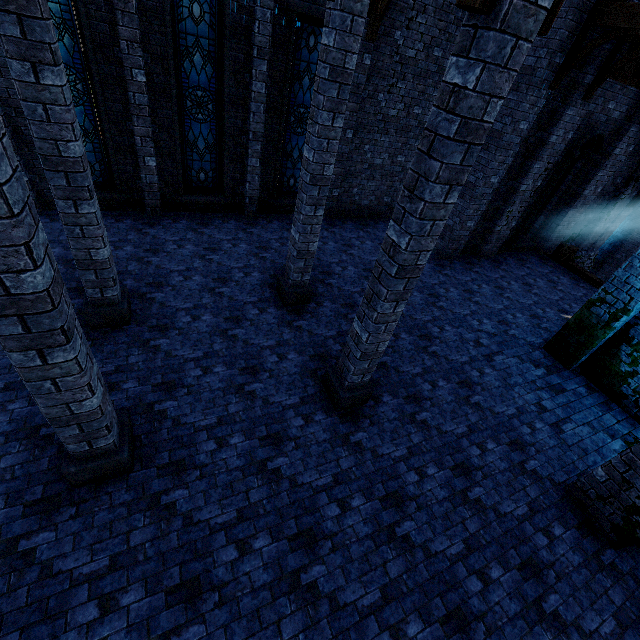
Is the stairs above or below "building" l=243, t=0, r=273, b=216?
below

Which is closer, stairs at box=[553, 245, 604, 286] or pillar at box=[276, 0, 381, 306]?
pillar at box=[276, 0, 381, 306]

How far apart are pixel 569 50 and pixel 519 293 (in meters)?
6.57

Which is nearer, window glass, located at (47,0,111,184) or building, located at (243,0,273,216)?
window glass, located at (47,0,111,184)

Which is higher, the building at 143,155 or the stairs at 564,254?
the building at 143,155

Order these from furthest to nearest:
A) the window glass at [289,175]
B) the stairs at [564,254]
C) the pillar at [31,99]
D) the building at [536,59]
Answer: the stairs at [564,254] < the window glass at [289,175] < the building at [536,59] < the pillar at [31,99]

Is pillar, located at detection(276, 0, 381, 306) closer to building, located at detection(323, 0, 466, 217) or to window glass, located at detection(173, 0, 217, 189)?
building, located at detection(323, 0, 466, 217)
